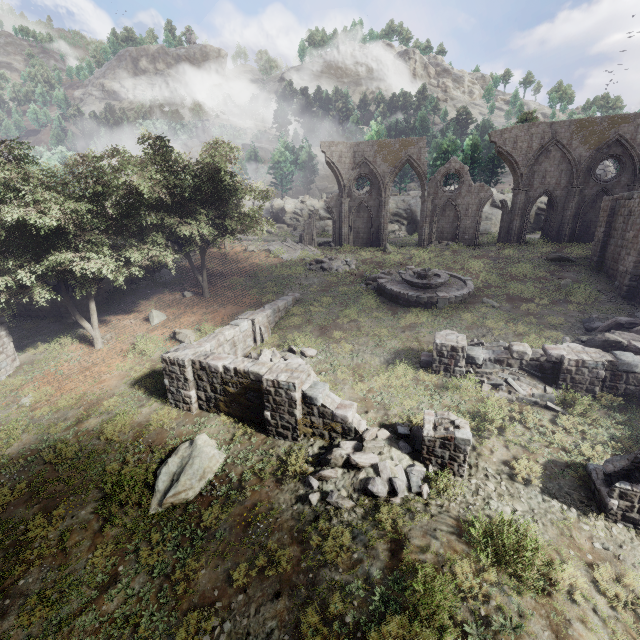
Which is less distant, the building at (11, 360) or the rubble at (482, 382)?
the rubble at (482, 382)

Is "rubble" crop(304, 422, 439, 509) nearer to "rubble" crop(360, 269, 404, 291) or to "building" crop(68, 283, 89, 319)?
"rubble" crop(360, 269, 404, 291)

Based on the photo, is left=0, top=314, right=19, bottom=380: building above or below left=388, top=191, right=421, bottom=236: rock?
below

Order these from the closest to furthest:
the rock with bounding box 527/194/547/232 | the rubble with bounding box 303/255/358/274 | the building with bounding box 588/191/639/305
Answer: the building with bounding box 588/191/639/305 → the rubble with bounding box 303/255/358/274 → the rock with bounding box 527/194/547/232

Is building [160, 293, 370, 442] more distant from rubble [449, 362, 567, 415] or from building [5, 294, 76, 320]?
building [5, 294, 76, 320]

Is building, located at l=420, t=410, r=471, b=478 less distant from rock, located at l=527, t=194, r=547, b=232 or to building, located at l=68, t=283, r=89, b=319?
rock, located at l=527, t=194, r=547, b=232

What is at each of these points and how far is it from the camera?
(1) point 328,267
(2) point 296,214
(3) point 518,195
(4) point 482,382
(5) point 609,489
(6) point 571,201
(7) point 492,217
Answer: (1) rubble, 26.5 meters
(2) rock, 48.9 meters
(3) column, 28.3 meters
(4) rubble, 13.1 meters
(5) building, 8.2 meters
(6) column, 27.2 meters
(7) rock, 39.3 meters

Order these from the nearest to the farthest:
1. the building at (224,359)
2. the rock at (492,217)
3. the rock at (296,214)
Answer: the building at (224,359), the rock at (492,217), the rock at (296,214)
